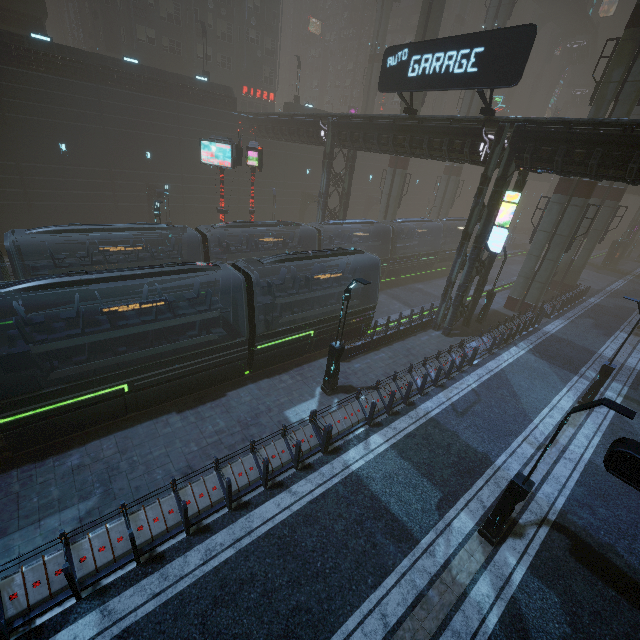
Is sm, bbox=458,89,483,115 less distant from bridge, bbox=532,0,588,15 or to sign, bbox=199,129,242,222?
bridge, bbox=532,0,588,15

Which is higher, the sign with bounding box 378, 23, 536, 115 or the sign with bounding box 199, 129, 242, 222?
the sign with bounding box 378, 23, 536, 115

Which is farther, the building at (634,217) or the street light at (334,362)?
the building at (634,217)

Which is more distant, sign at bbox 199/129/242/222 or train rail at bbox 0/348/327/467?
sign at bbox 199/129/242/222

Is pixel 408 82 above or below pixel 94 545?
above

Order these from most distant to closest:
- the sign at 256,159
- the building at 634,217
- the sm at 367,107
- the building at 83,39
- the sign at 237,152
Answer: the building at 634,217
the sm at 367,107
the building at 83,39
the sign at 256,159
the sign at 237,152

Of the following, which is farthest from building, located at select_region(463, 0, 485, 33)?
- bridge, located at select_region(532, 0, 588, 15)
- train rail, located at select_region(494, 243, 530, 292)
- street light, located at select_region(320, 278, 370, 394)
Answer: bridge, located at select_region(532, 0, 588, 15)
